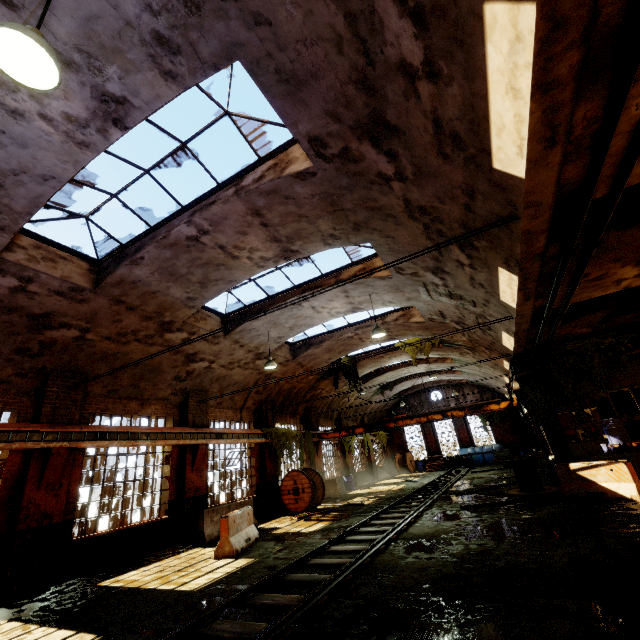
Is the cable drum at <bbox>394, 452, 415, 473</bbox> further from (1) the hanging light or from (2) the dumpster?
(1) the hanging light

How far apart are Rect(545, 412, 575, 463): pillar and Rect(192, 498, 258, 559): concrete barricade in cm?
1093

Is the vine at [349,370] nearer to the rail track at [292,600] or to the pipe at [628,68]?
the rail track at [292,600]

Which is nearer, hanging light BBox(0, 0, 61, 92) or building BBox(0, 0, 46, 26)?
hanging light BBox(0, 0, 61, 92)

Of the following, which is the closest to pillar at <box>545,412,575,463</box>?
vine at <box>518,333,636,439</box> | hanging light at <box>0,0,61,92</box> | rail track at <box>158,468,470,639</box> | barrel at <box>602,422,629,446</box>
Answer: vine at <box>518,333,636,439</box>

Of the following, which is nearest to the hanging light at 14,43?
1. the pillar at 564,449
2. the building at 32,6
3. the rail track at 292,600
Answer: the building at 32,6

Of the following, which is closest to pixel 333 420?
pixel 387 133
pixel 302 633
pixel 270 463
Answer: pixel 270 463

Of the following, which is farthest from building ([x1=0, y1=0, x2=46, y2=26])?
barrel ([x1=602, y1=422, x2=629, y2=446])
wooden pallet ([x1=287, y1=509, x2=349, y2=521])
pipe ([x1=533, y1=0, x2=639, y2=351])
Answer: barrel ([x1=602, y1=422, x2=629, y2=446])
